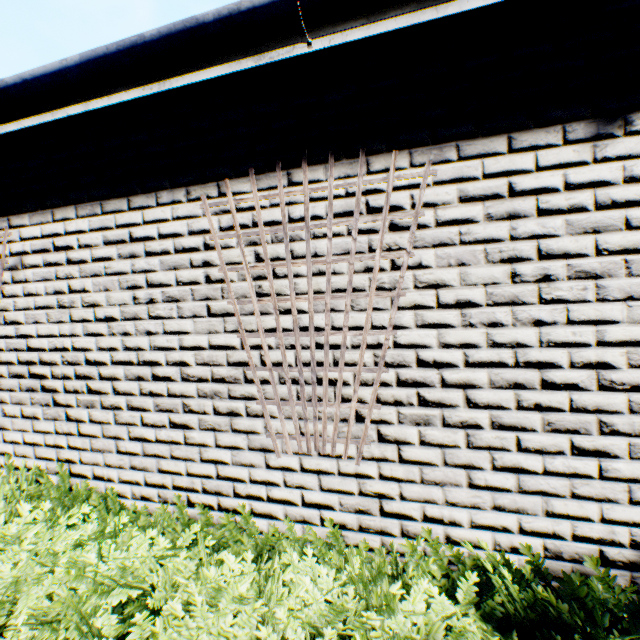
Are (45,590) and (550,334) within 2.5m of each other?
no
